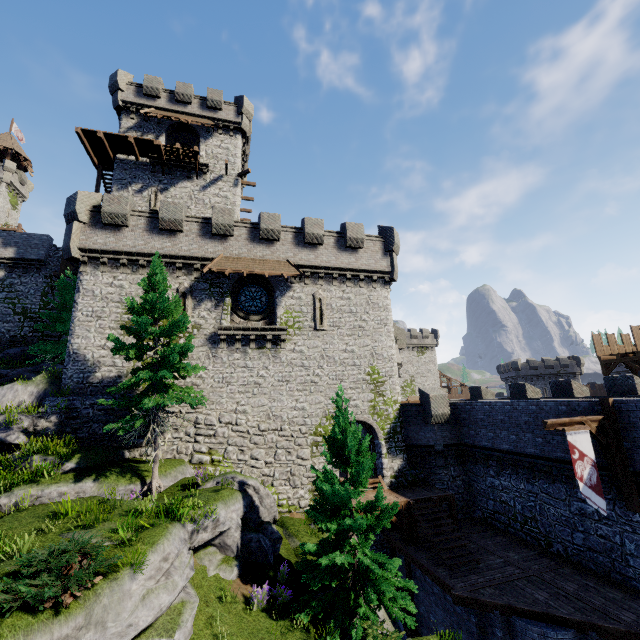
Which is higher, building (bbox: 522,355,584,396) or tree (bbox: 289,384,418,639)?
building (bbox: 522,355,584,396)

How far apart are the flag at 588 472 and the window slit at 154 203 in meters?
28.3 m

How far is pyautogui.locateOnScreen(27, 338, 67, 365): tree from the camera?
21.9m

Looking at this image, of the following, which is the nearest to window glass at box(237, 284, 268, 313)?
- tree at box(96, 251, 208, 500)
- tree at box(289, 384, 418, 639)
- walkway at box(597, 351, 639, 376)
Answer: tree at box(96, 251, 208, 500)

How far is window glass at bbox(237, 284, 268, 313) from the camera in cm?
2103

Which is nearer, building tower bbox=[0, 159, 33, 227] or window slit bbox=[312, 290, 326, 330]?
window slit bbox=[312, 290, 326, 330]

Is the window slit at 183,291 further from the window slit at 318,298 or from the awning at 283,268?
the window slit at 318,298

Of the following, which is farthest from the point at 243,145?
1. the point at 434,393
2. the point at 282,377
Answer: the point at 434,393
